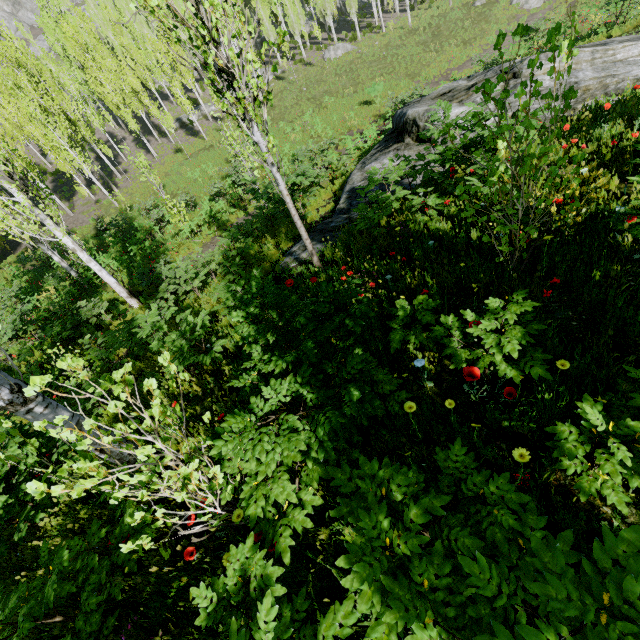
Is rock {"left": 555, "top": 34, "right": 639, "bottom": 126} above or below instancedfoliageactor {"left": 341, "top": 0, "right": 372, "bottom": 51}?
below

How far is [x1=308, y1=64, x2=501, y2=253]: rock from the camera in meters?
8.1 m

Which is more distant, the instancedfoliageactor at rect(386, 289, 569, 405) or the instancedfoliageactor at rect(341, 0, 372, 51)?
the instancedfoliageactor at rect(341, 0, 372, 51)

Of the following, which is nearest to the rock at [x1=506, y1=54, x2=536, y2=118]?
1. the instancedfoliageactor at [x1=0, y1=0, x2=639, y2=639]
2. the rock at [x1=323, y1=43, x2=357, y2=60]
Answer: the instancedfoliageactor at [x1=0, y1=0, x2=639, y2=639]

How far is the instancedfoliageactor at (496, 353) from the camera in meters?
2.3 m

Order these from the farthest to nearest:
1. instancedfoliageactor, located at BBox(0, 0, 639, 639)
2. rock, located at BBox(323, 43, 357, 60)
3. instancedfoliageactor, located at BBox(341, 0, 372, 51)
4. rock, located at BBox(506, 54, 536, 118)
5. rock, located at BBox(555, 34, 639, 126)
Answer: rock, located at BBox(323, 43, 357, 60) → instancedfoliageactor, located at BBox(341, 0, 372, 51) → rock, located at BBox(506, 54, 536, 118) → rock, located at BBox(555, 34, 639, 126) → instancedfoliageactor, located at BBox(0, 0, 639, 639)

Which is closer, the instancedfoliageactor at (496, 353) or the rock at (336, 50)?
the instancedfoliageactor at (496, 353)

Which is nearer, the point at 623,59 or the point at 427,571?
the point at 427,571
